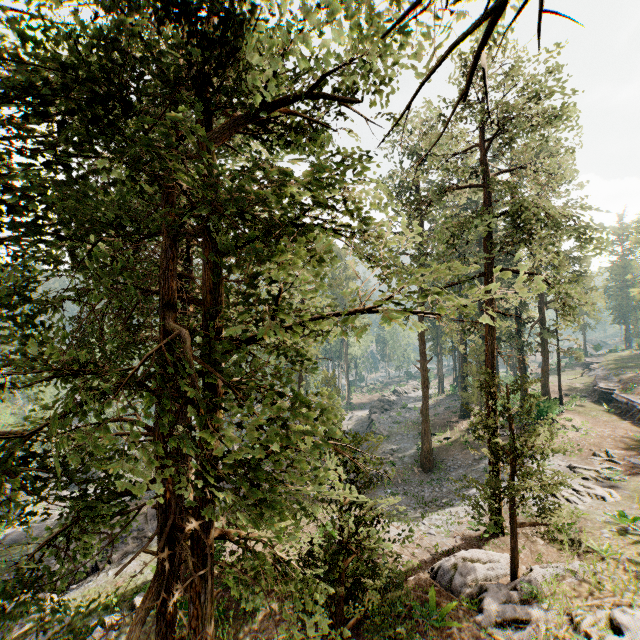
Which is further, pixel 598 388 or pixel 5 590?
pixel 598 388

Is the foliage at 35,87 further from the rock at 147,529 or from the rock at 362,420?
the rock at 362,420

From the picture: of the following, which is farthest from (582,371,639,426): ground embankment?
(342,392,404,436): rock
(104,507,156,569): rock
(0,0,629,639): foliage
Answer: (104,507,156,569): rock

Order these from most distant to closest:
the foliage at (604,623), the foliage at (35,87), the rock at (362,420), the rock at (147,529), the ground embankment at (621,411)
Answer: the rock at (362,420) < the ground embankment at (621,411) < the rock at (147,529) < the foliage at (604,623) < the foliage at (35,87)

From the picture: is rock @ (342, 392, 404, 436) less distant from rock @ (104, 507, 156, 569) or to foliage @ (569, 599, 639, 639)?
foliage @ (569, 599, 639, 639)

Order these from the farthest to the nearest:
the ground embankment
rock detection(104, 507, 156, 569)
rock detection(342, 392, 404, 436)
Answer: rock detection(342, 392, 404, 436) < the ground embankment < rock detection(104, 507, 156, 569)

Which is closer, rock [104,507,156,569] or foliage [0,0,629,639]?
foliage [0,0,629,639]

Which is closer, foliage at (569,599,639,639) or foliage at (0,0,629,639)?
foliage at (0,0,629,639)
